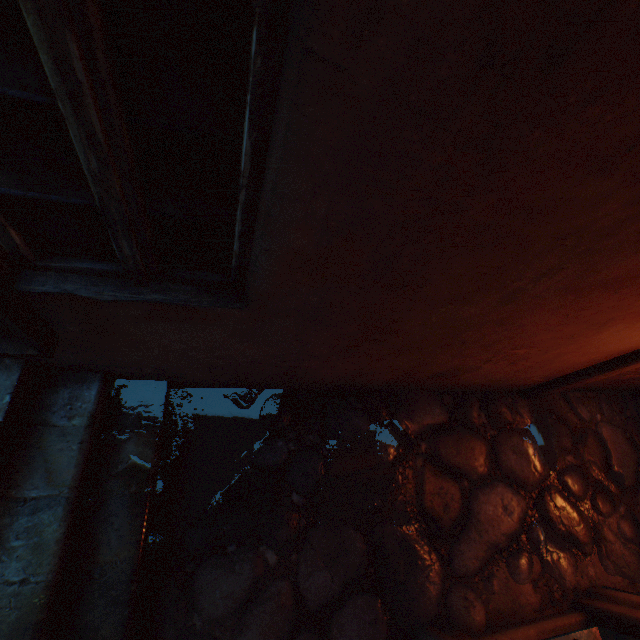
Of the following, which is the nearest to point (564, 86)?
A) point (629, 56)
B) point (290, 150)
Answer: point (629, 56)

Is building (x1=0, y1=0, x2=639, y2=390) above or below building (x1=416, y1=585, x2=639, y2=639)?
above

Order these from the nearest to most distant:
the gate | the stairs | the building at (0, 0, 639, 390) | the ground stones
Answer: the building at (0, 0, 639, 390), the gate, the stairs, the ground stones

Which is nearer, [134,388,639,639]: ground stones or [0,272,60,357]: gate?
[0,272,60,357]: gate

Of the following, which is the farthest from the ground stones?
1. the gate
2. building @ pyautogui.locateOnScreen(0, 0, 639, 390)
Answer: the gate

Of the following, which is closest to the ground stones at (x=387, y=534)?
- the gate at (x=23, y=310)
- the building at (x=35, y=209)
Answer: the building at (x=35, y=209)

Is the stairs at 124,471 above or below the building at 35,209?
below

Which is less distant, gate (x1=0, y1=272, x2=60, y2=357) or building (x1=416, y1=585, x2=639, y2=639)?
gate (x1=0, y1=272, x2=60, y2=357)
